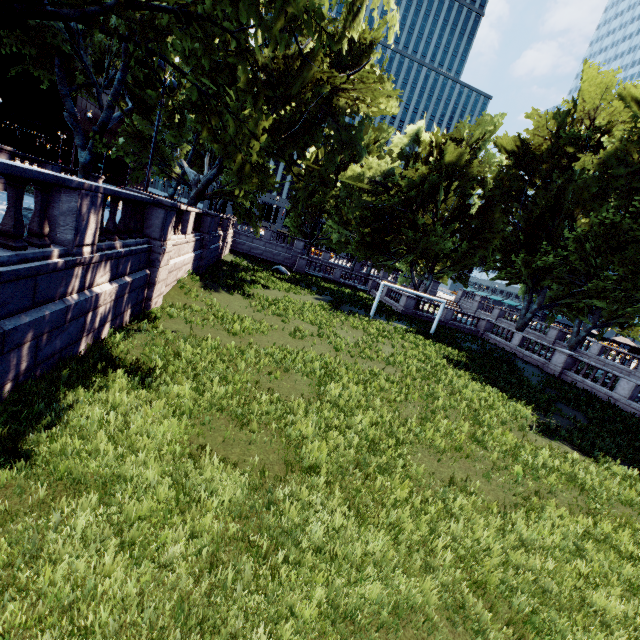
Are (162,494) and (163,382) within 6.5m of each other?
yes
